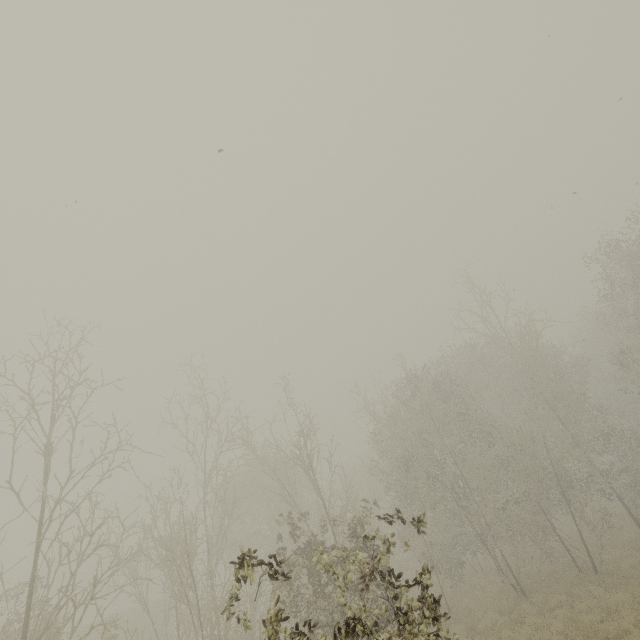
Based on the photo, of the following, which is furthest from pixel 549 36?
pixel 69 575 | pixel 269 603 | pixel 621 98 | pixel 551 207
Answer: pixel 69 575
